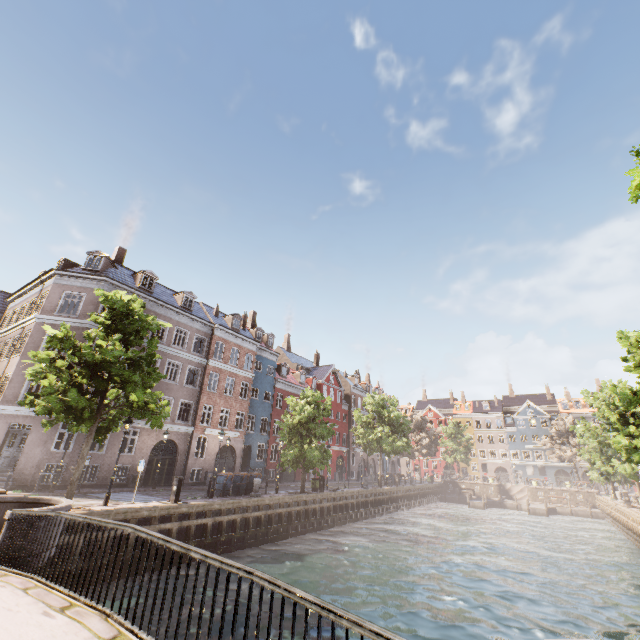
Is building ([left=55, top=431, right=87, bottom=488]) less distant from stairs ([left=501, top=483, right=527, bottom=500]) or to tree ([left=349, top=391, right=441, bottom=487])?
tree ([left=349, top=391, right=441, bottom=487])

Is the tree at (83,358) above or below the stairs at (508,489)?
above

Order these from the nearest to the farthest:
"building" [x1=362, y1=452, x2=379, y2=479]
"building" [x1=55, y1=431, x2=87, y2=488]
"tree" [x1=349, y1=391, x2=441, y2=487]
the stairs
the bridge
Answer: the bridge, "building" [x1=55, y1=431, x2=87, y2=488], "tree" [x1=349, y1=391, x2=441, y2=487], the stairs, "building" [x1=362, y1=452, x2=379, y2=479]

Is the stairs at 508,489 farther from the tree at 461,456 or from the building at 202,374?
the building at 202,374

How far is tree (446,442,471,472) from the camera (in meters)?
58.03

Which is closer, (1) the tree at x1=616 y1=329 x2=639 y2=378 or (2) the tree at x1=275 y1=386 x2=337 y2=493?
(1) the tree at x1=616 y1=329 x2=639 y2=378

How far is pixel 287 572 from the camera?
14.6 meters

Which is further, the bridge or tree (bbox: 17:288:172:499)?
tree (bbox: 17:288:172:499)
